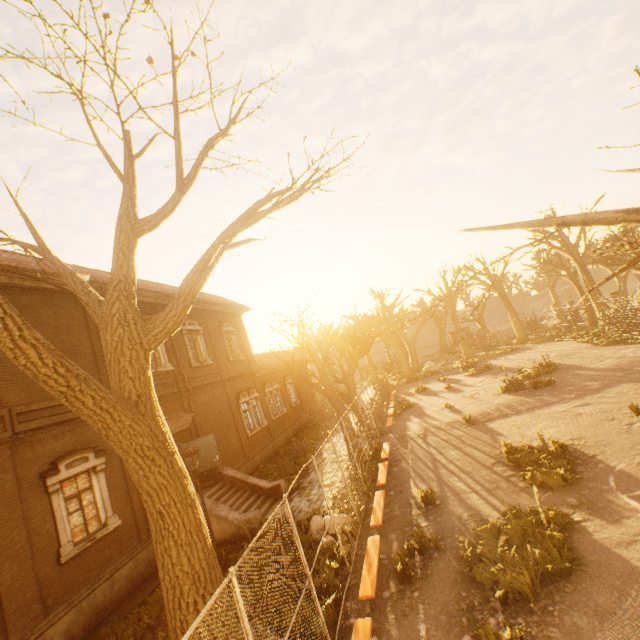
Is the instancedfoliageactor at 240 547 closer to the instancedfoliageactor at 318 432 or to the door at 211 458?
the door at 211 458

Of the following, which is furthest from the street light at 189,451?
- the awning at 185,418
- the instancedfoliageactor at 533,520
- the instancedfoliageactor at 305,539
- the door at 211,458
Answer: the instancedfoliageactor at 533,520

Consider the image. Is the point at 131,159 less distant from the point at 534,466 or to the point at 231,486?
the point at 534,466

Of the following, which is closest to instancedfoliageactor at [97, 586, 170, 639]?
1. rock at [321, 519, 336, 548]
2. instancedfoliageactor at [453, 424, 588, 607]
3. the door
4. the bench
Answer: rock at [321, 519, 336, 548]

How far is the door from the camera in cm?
1468

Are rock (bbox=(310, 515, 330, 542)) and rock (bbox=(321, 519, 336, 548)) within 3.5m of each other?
yes

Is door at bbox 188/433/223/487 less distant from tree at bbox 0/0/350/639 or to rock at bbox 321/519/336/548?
tree at bbox 0/0/350/639

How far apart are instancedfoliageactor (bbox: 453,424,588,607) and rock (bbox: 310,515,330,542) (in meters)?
4.35
